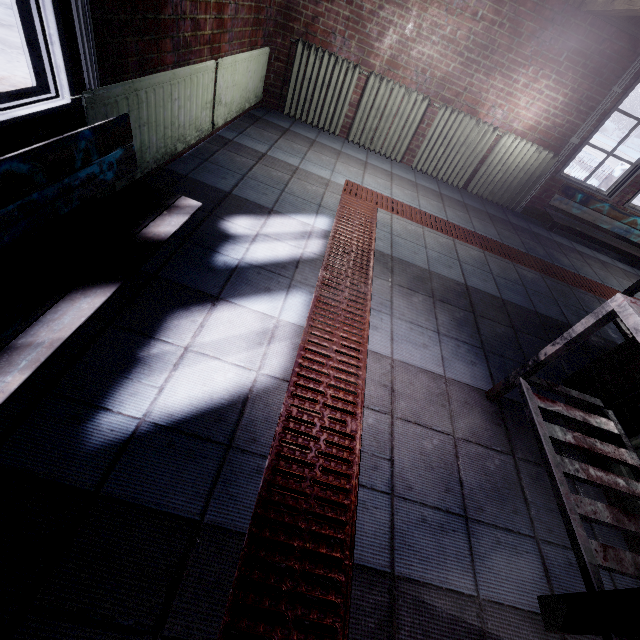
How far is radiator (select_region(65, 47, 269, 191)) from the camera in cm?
171

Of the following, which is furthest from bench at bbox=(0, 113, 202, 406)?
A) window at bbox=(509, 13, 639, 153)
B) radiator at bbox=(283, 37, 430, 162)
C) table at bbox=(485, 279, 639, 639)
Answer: window at bbox=(509, 13, 639, 153)

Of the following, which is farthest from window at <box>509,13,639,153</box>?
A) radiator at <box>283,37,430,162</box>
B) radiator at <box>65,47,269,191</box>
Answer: radiator at <box>65,47,269,191</box>

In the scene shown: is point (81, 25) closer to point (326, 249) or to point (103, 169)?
point (103, 169)

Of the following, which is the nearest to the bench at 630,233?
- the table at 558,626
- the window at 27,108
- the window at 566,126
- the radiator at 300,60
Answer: the window at 566,126

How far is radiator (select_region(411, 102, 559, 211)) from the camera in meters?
4.1 m

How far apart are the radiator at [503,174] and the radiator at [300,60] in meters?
0.1 m

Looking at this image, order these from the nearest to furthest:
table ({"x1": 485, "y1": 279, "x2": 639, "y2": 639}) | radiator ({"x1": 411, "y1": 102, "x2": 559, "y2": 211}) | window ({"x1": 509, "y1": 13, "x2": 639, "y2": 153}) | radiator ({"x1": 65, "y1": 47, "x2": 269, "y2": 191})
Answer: table ({"x1": 485, "y1": 279, "x2": 639, "y2": 639}), radiator ({"x1": 65, "y1": 47, "x2": 269, "y2": 191}), window ({"x1": 509, "y1": 13, "x2": 639, "y2": 153}), radiator ({"x1": 411, "y1": 102, "x2": 559, "y2": 211})
